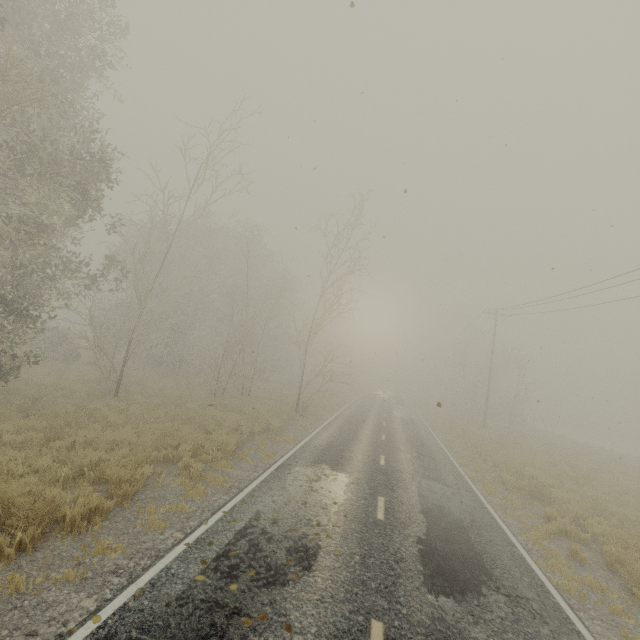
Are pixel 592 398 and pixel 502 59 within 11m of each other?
yes
